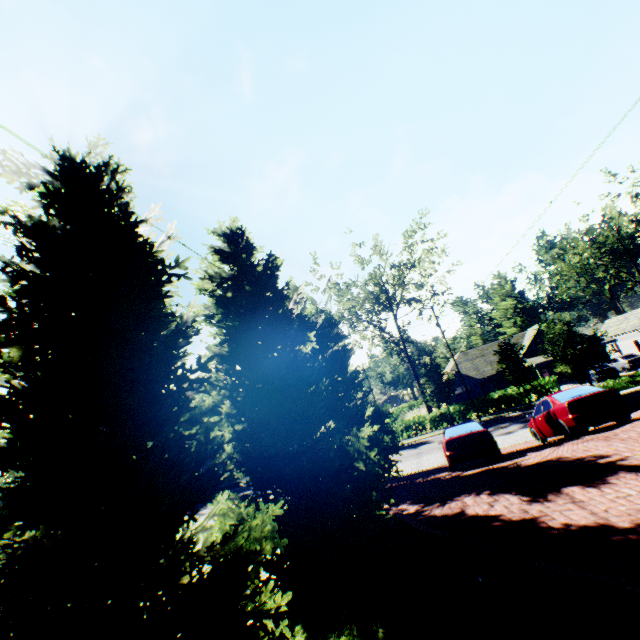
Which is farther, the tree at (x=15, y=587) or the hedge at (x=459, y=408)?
the hedge at (x=459, y=408)

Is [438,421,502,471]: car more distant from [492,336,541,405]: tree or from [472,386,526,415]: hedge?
[472,386,526,415]: hedge

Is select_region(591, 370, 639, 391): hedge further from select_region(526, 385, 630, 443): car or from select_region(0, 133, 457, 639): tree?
select_region(526, 385, 630, 443): car

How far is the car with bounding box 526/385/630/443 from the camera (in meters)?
10.27

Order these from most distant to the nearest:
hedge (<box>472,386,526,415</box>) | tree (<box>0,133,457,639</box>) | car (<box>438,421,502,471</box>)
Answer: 1. hedge (<box>472,386,526,415</box>)
2. car (<box>438,421,502,471</box>)
3. tree (<box>0,133,457,639</box>)

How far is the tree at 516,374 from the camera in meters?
29.4 m

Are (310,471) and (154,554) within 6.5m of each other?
yes

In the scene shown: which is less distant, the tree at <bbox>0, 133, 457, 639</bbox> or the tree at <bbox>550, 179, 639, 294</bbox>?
the tree at <bbox>0, 133, 457, 639</bbox>
